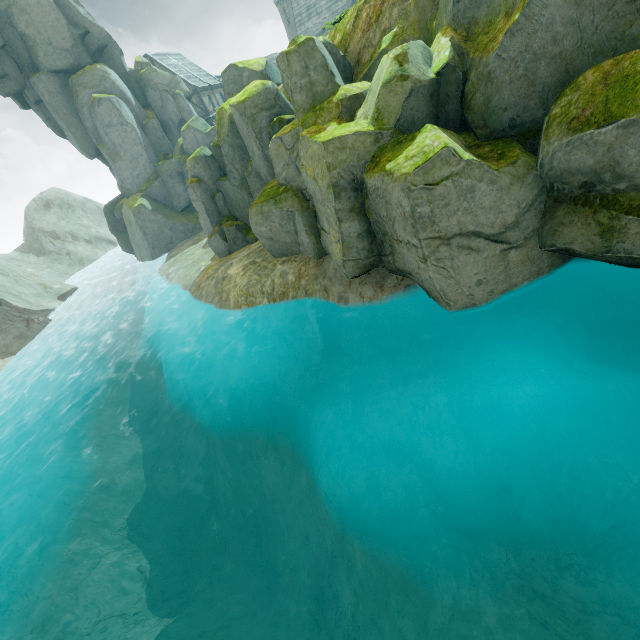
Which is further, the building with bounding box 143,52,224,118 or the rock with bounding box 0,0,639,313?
the building with bounding box 143,52,224,118

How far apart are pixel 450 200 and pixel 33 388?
28.06m

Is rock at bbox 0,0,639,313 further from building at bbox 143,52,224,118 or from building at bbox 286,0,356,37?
building at bbox 286,0,356,37

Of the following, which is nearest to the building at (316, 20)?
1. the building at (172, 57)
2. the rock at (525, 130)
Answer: the building at (172, 57)

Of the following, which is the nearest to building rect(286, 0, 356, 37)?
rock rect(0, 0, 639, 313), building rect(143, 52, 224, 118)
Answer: building rect(143, 52, 224, 118)

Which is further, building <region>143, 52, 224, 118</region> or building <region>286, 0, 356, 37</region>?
building <region>286, 0, 356, 37</region>

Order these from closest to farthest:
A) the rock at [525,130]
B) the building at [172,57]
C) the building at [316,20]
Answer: the rock at [525,130], the building at [172,57], the building at [316,20]
